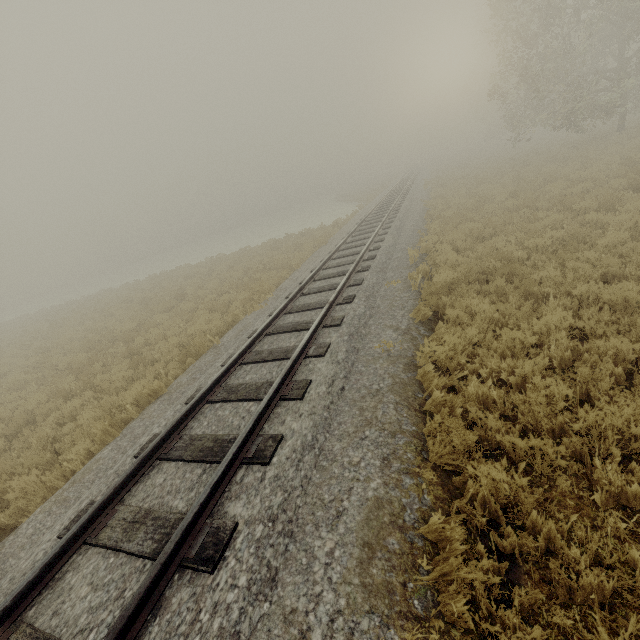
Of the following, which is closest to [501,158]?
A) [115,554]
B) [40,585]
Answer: [115,554]
